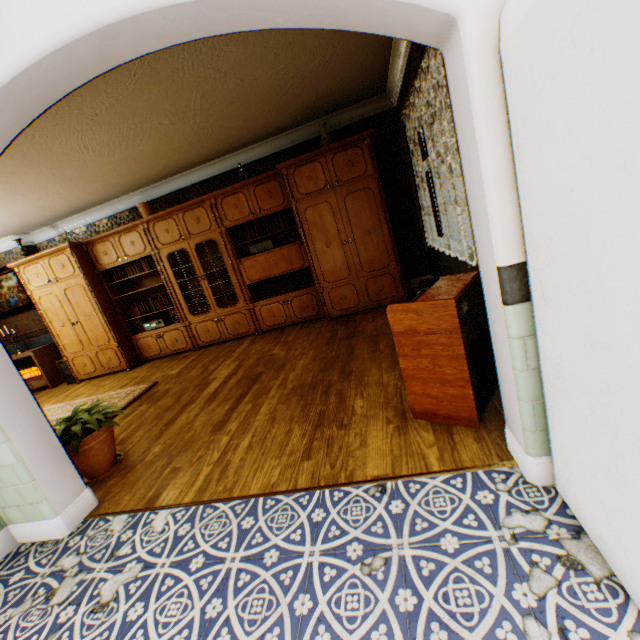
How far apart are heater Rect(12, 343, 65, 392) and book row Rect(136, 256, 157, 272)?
3.15m

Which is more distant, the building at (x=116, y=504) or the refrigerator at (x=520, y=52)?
the building at (x=116, y=504)

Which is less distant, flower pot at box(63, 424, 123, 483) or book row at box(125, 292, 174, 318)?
flower pot at box(63, 424, 123, 483)

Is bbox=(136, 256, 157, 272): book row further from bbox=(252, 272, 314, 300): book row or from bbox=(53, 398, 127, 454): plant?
bbox=(53, 398, 127, 454): plant

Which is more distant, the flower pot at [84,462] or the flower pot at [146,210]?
the flower pot at [146,210]

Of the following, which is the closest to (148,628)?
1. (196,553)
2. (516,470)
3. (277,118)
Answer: (196,553)

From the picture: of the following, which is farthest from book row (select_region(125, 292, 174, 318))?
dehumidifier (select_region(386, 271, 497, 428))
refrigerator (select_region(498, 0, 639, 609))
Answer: refrigerator (select_region(498, 0, 639, 609))

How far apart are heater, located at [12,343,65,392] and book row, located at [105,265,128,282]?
2.4 meters
